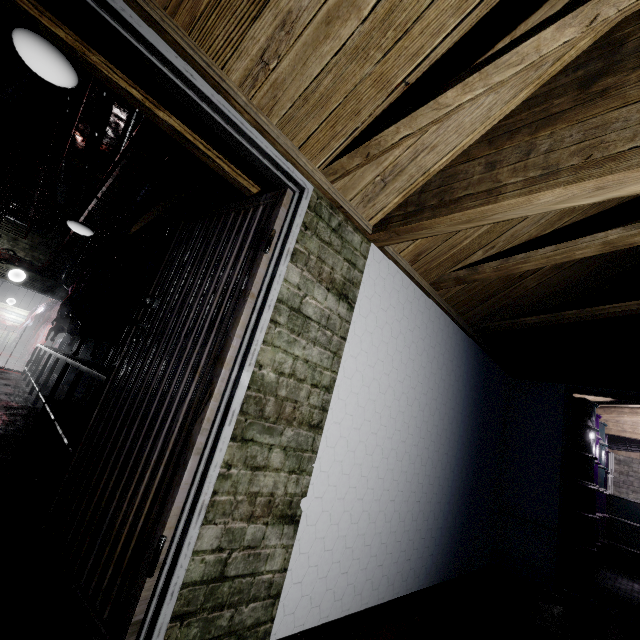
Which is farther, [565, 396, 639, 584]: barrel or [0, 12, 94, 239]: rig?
[565, 396, 639, 584]: barrel

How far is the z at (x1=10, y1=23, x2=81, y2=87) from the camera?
1.7m

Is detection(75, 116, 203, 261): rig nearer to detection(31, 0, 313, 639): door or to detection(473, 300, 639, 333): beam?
detection(31, 0, 313, 639): door

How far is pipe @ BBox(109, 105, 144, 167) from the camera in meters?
4.4

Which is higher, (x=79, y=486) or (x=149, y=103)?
(x=149, y=103)

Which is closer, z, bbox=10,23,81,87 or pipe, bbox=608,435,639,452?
z, bbox=10,23,81,87

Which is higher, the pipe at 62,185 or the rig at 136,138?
the pipe at 62,185

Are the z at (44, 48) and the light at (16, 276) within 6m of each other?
no
